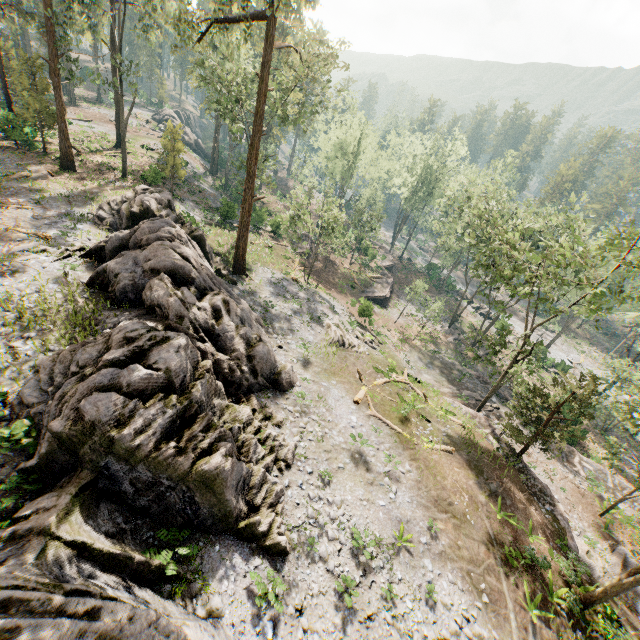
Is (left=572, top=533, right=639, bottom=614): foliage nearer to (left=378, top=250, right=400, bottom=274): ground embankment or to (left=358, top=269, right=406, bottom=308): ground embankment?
(left=378, top=250, right=400, bottom=274): ground embankment

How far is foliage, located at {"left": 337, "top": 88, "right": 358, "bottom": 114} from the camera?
29.00m

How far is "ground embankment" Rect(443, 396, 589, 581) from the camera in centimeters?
1877cm

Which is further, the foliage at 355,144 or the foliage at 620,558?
the foliage at 355,144

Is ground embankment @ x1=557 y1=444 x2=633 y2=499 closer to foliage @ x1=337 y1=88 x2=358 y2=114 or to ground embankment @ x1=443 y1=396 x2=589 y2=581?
foliage @ x1=337 y1=88 x2=358 y2=114

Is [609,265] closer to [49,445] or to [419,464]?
[419,464]

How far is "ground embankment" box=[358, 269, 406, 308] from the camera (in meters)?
43.83

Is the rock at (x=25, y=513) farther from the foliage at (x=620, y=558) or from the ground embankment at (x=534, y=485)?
the ground embankment at (x=534, y=485)
